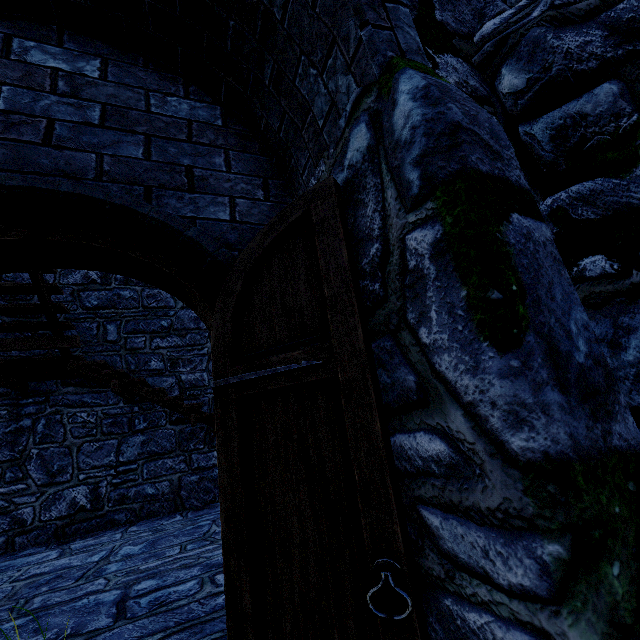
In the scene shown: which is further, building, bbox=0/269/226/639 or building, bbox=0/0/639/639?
building, bbox=0/269/226/639

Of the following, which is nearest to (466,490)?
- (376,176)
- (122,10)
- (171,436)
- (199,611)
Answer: (376,176)

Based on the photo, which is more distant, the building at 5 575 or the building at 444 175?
the building at 5 575
